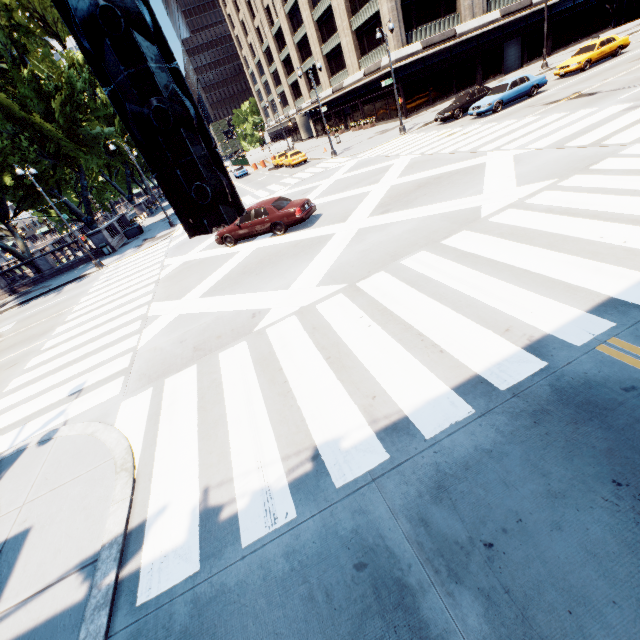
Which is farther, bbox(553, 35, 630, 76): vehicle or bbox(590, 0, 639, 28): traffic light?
bbox(553, 35, 630, 76): vehicle

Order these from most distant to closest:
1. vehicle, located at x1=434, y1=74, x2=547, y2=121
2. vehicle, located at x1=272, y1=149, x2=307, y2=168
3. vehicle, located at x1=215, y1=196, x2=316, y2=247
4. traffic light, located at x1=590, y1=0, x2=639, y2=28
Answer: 1. vehicle, located at x1=272, y1=149, x2=307, y2=168
2. vehicle, located at x1=434, y1=74, x2=547, y2=121
3. vehicle, located at x1=215, y1=196, x2=316, y2=247
4. traffic light, located at x1=590, y1=0, x2=639, y2=28

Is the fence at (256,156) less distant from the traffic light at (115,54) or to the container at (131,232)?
the container at (131,232)

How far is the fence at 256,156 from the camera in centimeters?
5134cm

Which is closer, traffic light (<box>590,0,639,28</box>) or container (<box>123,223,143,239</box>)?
traffic light (<box>590,0,639,28</box>)

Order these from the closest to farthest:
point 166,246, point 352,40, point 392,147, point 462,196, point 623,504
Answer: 1. point 623,504
2. point 462,196
3. point 166,246
4. point 392,147
5. point 352,40

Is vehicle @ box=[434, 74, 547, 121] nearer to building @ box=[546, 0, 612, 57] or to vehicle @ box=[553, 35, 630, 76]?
vehicle @ box=[553, 35, 630, 76]

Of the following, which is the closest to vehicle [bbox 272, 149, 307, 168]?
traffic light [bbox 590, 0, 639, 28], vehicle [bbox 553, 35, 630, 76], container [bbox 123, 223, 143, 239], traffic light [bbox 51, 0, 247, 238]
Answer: container [bbox 123, 223, 143, 239]
